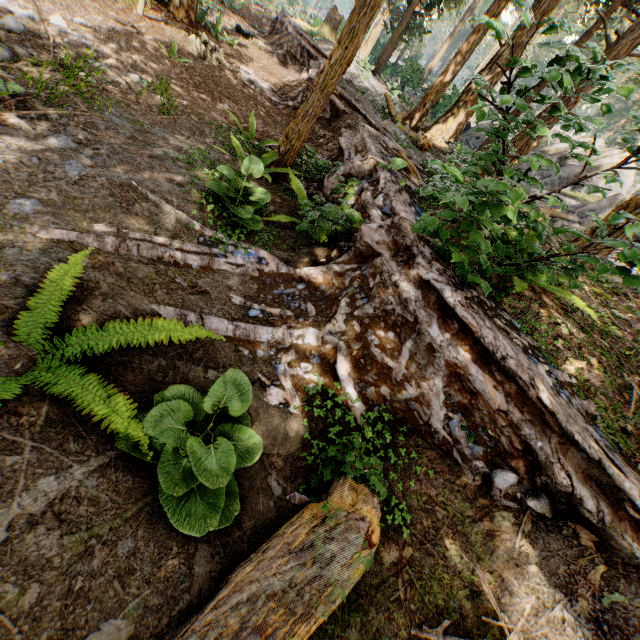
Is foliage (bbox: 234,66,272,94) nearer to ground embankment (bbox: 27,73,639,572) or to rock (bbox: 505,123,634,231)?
ground embankment (bbox: 27,73,639,572)

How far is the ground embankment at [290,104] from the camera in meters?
10.7 m

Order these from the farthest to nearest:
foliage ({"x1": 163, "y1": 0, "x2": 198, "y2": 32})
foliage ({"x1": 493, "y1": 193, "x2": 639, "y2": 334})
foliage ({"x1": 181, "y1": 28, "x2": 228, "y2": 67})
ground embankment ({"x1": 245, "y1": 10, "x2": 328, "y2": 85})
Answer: → ground embankment ({"x1": 245, "y1": 10, "x2": 328, "y2": 85}) < foliage ({"x1": 163, "y1": 0, "x2": 198, "y2": 32}) < foliage ({"x1": 181, "y1": 28, "x2": 228, "y2": 67}) < foliage ({"x1": 493, "y1": 193, "x2": 639, "y2": 334})

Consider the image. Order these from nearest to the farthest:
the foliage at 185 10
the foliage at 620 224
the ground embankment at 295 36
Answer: the foliage at 620 224 → the foliage at 185 10 → the ground embankment at 295 36

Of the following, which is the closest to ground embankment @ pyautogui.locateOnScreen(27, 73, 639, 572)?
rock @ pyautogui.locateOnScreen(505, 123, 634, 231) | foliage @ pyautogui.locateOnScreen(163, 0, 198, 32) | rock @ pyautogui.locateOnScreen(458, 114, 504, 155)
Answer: foliage @ pyautogui.locateOnScreen(163, 0, 198, 32)

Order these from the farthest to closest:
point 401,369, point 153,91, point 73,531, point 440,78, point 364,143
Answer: point 440,78
point 364,143
point 153,91
point 401,369
point 73,531

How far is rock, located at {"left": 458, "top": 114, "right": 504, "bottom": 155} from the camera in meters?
2.9
